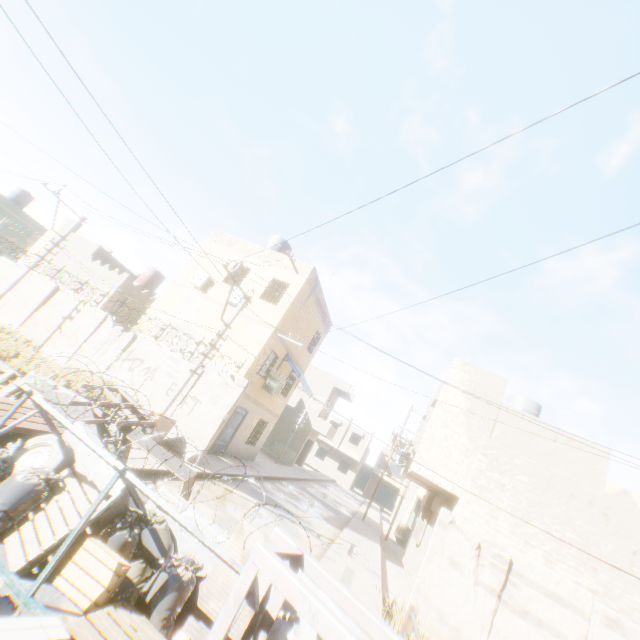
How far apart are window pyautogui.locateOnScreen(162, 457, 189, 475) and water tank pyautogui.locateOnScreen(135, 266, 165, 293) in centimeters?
2311cm

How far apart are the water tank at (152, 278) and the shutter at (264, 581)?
25.5m

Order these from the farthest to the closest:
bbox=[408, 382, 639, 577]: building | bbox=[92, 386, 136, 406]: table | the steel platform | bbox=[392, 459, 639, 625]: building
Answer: bbox=[408, 382, 639, 577]: building, bbox=[392, 459, 639, 625]: building, bbox=[92, 386, 136, 406]: table, the steel platform

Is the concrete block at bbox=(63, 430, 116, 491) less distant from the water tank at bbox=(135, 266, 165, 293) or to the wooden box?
the wooden box

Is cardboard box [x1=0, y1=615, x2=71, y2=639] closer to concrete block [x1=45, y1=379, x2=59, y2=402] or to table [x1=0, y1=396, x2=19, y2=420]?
concrete block [x1=45, y1=379, x2=59, y2=402]

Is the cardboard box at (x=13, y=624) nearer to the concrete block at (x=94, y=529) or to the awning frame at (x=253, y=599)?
the awning frame at (x=253, y=599)

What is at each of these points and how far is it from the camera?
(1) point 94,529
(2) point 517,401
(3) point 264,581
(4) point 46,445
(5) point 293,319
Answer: (1) concrete block, 4.3 meters
(2) water tank, 16.9 meters
(3) shutter, 4.4 meters
(4) wheel, 5.2 meters
(5) building, 16.7 meters

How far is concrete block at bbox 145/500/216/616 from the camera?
4.55m
